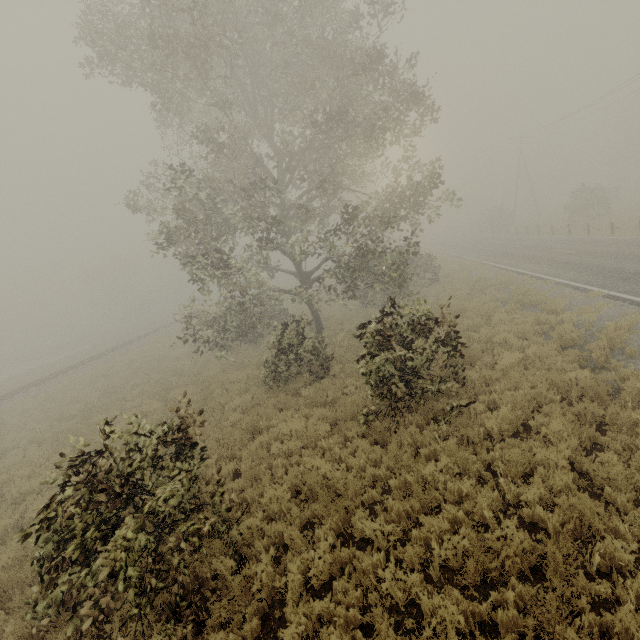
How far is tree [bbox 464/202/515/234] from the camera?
46.0m

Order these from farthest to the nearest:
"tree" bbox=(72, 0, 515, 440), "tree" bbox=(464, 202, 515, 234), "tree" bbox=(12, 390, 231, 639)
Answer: "tree" bbox=(464, 202, 515, 234)
"tree" bbox=(72, 0, 515, 440)
"tree" bbox=(12, 390, 231, 639)

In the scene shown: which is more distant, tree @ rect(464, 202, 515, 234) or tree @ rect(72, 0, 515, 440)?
tree @ rect(464, 202, 515, 234)

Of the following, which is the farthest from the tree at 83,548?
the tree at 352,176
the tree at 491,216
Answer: the tree at 491,216

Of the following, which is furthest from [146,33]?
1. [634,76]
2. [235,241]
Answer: [634,76]

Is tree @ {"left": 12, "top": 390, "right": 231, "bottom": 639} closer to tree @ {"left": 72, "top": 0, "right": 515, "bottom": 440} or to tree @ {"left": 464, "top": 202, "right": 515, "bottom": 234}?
tree @ {"left": 72, "top": 0, "right": 515, "bottom": 440}
